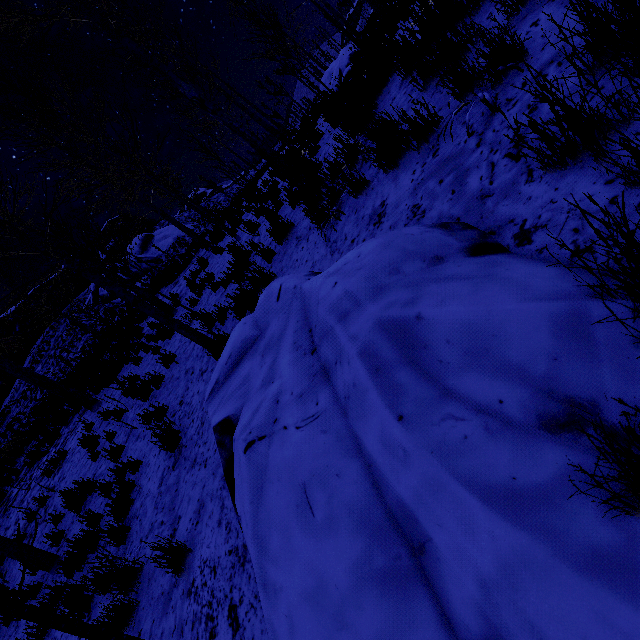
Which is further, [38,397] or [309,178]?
[38,397]

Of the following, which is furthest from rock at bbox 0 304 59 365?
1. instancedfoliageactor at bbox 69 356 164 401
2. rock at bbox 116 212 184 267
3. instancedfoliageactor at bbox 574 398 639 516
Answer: instancedfoliageactor at bbox 574 398 639 516

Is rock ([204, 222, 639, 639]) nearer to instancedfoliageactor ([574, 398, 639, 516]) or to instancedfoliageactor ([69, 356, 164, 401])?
instancedfoliageactor ([574, 398, 639, 516])

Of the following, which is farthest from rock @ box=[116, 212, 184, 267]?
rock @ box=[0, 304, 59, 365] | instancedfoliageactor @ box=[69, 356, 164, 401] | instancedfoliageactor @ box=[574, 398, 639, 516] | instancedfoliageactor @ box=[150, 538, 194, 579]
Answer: instancedfoliageactor @ box=[574, 398, 639, 516]

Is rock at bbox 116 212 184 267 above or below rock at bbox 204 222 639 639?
above

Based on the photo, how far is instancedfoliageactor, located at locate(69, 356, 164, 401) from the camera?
7.3 meters

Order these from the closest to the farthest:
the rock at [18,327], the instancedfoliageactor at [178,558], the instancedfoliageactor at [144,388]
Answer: the instancedfoliageactor at [178,558]
the instancedfoliageactor at [144,388]
the rock at [18,327]

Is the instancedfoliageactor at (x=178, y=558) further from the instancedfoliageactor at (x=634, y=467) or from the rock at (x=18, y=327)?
the rock at (x=18, y=327)
